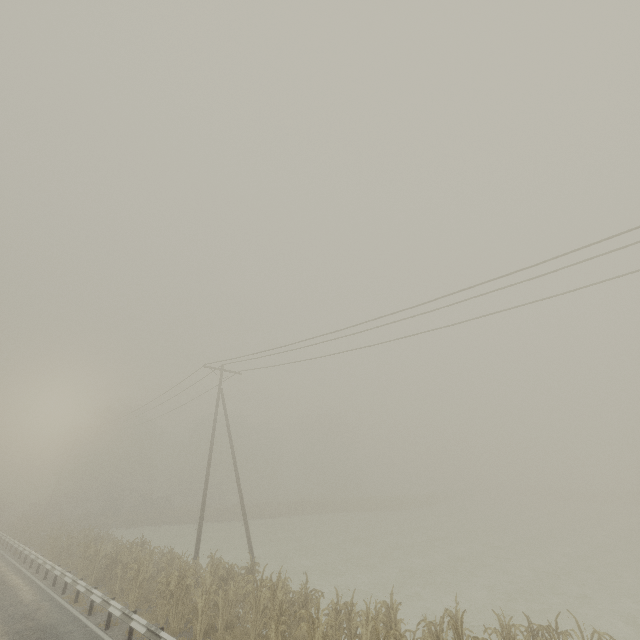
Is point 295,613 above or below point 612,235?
below

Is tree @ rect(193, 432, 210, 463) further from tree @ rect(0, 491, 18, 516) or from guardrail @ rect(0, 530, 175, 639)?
guardrail @ rect(0, 530, 175, 639)

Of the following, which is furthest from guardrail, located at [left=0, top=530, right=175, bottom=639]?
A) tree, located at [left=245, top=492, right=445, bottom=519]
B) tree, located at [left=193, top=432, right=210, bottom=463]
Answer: tree, located at [left=245, top=492, right=445, bottom=519]

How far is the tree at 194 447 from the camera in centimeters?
5605cm

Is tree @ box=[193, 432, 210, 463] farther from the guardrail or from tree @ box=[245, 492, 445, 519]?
the guardrail

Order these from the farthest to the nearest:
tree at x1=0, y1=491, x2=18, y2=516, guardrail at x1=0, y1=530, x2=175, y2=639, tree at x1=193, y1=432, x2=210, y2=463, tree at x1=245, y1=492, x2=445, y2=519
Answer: tree at x1=193, y1=432, x2=210, y2=463 → tree at x1=0, y1=491, x2=18, y2=516 → tree at x1=245, y1=492, x2=445, y2=519 → guardrail at x1=0, y1=530, x2=175, y2=639

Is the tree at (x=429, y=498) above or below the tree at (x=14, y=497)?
below
